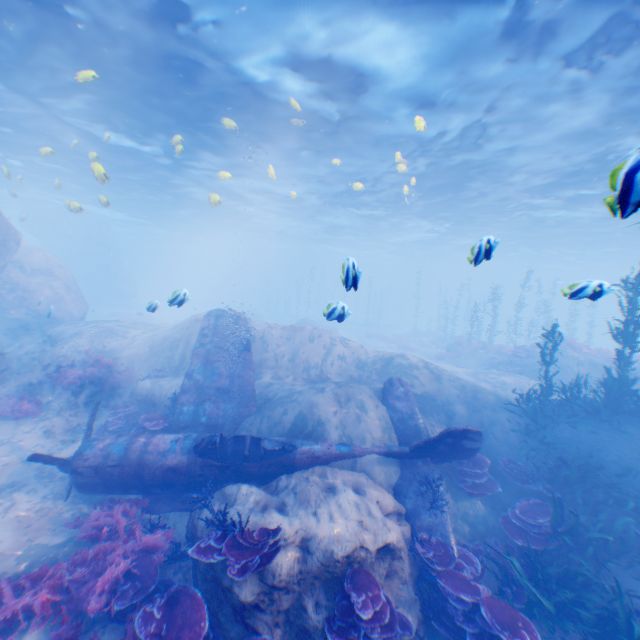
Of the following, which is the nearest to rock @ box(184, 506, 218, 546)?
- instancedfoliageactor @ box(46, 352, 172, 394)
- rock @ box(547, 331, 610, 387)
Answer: instancedfoliageactor @ box(46, 352, 172, 394)

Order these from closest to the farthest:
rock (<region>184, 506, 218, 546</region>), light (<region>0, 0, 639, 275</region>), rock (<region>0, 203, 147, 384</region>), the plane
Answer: rock (<region>184, 506, 218, 546</region>)
the plane
light (<region>0, 0, 639, 275</region>)
rock (<region>0, 203, 147, 384</region>)

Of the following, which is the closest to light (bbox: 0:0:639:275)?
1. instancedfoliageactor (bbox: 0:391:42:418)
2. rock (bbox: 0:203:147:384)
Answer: rock (bbox: 0:203:147:384)

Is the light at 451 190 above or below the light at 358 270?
above

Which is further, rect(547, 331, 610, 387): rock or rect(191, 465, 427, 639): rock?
rect(547, 331, 610, 387): rock

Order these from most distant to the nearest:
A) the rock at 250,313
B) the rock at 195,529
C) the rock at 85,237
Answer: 1. the rock at 250,313
2. the rock at 85,237
3. the rock at 195,529

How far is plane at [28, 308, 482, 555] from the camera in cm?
802

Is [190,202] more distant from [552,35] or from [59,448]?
[552,35]
